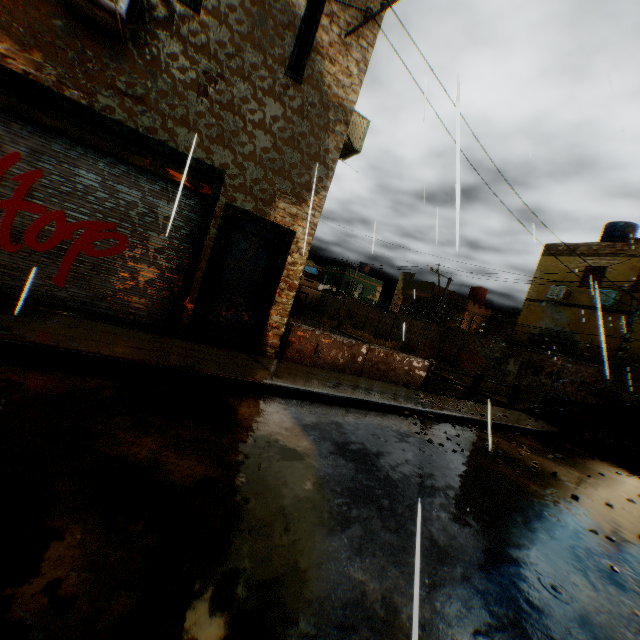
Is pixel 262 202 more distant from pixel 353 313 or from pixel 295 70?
pixel 353 313

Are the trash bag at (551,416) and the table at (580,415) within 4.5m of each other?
yes

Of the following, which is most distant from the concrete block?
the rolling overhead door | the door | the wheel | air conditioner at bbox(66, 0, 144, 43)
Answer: the door

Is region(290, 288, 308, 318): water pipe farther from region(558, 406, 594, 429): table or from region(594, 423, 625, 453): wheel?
region(594, 423, 625, 453): wheel

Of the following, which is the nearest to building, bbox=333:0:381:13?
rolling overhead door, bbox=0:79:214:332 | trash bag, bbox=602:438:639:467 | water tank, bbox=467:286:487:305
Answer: rolling overhead door, bbox=0:79:214:332

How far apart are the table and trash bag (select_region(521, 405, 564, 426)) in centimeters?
2cm

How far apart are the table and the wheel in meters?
0.2 m

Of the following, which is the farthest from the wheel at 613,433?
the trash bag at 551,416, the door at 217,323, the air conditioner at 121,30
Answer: the door at 217,323
